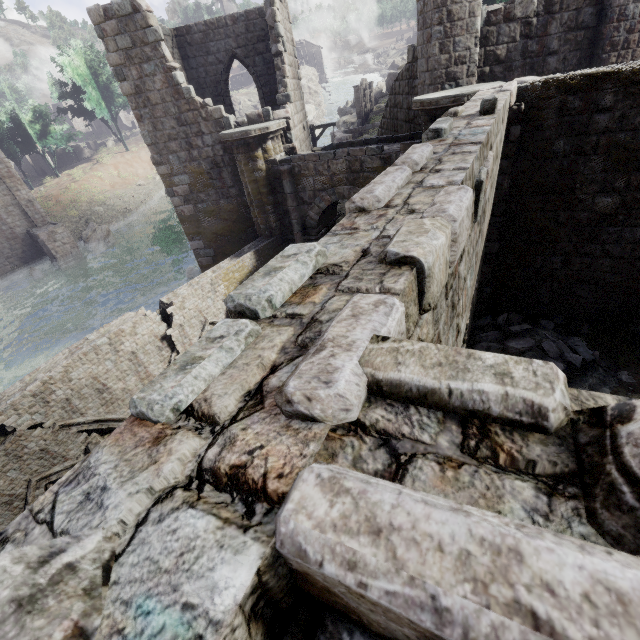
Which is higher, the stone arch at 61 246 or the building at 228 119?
the building at 228 119

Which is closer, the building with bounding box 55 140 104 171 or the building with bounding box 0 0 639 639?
the building with bounding box 0 0 639 639

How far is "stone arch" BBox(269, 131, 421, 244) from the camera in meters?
10.6 m

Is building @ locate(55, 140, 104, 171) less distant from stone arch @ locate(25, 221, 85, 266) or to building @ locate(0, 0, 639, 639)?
building @ locate(0, 0, 639, 639)

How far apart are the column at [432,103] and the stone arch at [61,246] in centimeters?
3168cm

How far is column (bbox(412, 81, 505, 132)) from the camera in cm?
803

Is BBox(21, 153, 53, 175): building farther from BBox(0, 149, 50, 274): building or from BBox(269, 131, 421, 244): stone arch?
BBox(269, 131, 421, 244): stone arch

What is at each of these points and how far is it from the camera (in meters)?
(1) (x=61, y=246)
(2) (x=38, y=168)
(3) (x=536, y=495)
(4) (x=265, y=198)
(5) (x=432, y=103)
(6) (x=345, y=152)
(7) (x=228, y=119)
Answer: (1) stone arch, 28.73
(2) building, 49.78
(3) building, 0.68
(4) column, 12.63
(5) column, 8.38
(6) stone arch, 10.82
(7) building, 12.24
